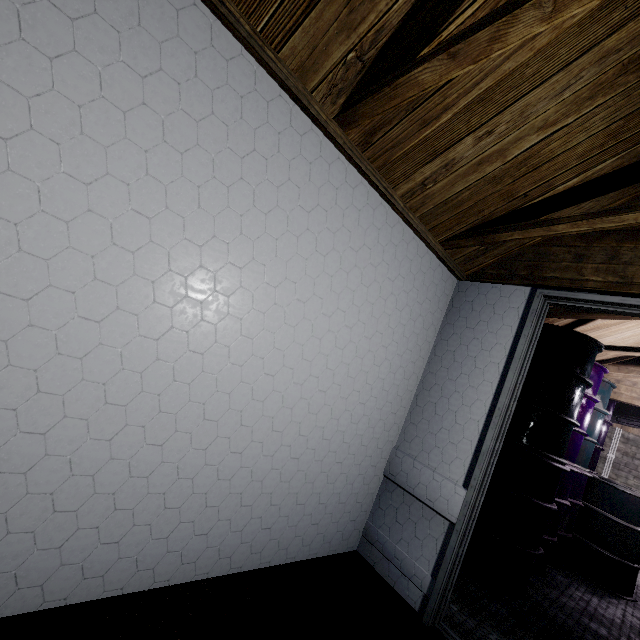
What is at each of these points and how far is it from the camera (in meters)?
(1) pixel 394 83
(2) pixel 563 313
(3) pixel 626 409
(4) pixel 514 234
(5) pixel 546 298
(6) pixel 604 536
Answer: (1) beam, 1.15
(2) beam, 2.50
(3) pipe, 4.66
(4) beam, 1.76
(5) door, 1.92
(6) barrel, 3.40

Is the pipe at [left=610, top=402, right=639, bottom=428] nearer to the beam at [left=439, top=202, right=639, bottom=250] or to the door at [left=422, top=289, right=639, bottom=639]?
the door at [left=422, top=289, right=639, bottom=639]

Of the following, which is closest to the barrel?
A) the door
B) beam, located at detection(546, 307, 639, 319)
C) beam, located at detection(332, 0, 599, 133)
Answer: beam, located at detection(546, 307, 639, 319)

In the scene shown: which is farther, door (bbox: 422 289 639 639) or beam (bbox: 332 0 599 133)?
door (bbox: 422 289 639 639)

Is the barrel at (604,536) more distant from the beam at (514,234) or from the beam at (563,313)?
the beam at (514,234)

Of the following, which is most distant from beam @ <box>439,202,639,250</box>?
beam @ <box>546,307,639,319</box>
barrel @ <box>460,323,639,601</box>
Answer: barrel @ <box>460,323,639,601</box>

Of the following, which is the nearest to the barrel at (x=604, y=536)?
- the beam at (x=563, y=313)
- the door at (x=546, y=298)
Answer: the beam at (x=563, y=313)

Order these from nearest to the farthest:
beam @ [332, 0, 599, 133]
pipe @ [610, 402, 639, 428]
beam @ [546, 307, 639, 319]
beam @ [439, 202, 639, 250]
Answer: beam @ [332, 0, 599, 133] < beam @ [439, 202, 639, 250] < beam @ [546, 307, 639, 319] < pipe @ [610, 402, 639, 428]
